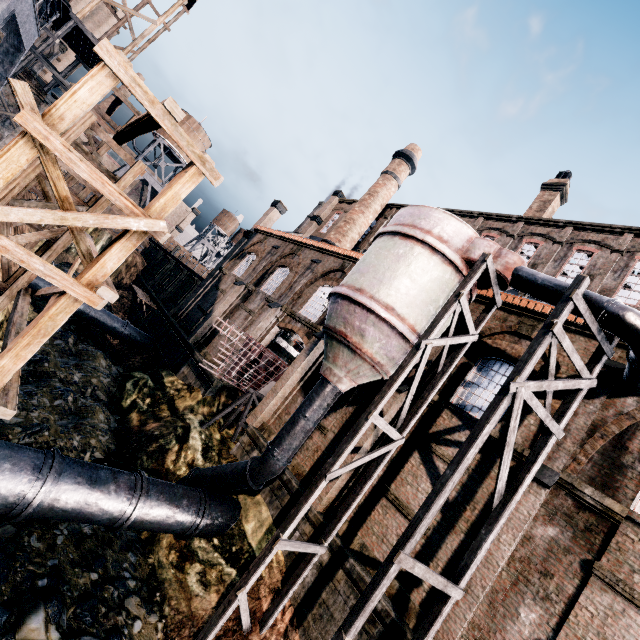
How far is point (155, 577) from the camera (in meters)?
11.48

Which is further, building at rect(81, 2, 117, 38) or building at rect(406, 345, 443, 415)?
building at rect(81, 2, 117, 38)

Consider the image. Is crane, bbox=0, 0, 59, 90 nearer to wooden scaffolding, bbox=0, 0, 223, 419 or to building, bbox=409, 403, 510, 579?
wooden scaffolding, bbox=0, 0, 223, 419

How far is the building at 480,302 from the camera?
15.1 meters

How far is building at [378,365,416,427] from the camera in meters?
14.2 m

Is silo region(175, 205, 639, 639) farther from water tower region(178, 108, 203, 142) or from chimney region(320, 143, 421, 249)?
water tower region(178, 108, 203, 142)

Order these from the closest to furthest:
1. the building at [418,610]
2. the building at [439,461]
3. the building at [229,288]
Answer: the building at [418,610] → the building at [439,461] → the building at [229,288]

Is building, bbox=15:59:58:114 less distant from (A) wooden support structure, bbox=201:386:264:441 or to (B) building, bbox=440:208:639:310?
(B) building, bbox=440:208:639:310
